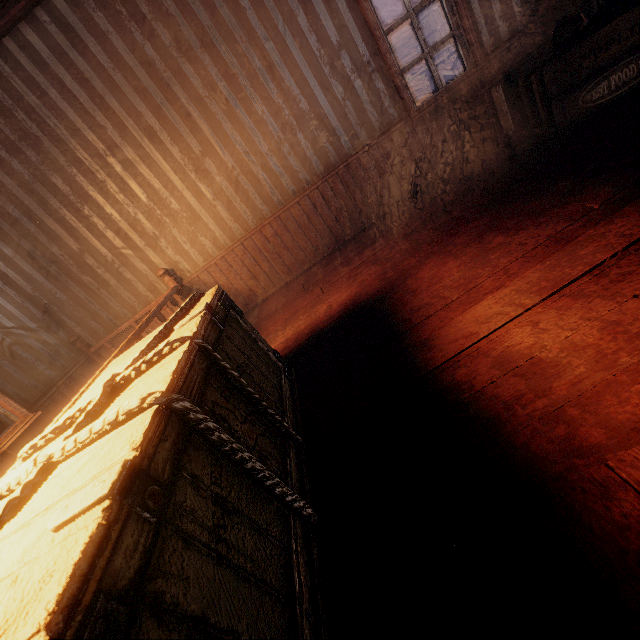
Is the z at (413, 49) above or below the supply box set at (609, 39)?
above

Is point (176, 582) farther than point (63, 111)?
No

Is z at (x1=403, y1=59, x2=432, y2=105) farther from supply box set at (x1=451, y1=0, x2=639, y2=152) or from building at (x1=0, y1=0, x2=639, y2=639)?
supply box set at (x1=451, y1=0, x2=639, y2=152)

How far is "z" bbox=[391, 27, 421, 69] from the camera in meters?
41.9

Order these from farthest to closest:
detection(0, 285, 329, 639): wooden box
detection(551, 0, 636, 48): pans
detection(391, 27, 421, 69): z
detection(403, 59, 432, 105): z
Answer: detection(391, 27, 421, 69): z → detection(403, 59, 432, 105): z → detection(551, 0, 636, 48): pans → detection(0, 285, 329, 639): wooden box

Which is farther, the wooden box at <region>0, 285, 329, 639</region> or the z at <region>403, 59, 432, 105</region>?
the z at <region>403, 59, 432, 105</region>

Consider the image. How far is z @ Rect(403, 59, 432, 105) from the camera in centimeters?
3153cm

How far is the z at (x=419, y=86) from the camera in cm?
3153
